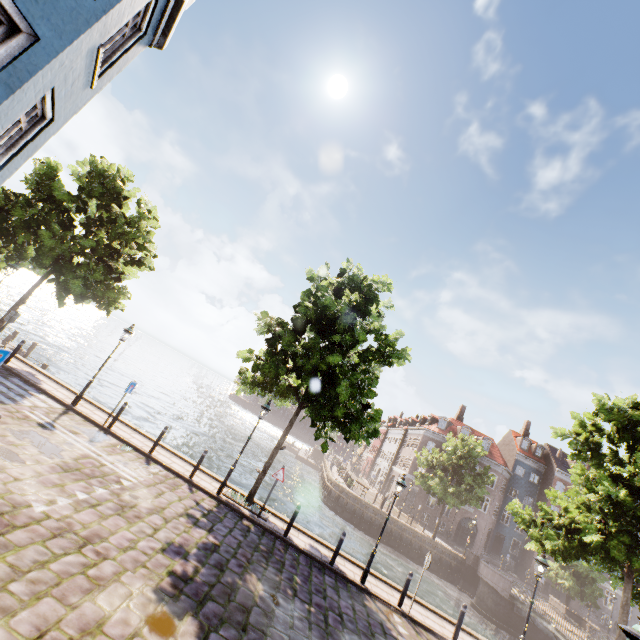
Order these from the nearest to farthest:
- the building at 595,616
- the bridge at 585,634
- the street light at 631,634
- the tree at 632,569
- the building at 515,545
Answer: the street light at 631,634 → the tree at 632,569 → the bridge at 585,634 → the building at 595,616 → the building at 515,545

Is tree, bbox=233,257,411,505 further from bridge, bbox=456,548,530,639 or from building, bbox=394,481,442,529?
building, bbox=394,481,442,529

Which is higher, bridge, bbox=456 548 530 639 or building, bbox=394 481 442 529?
building, bbox=394 481 442 529

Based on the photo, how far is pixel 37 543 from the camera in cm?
554

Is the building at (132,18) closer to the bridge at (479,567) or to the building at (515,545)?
the bridge at (479,567)

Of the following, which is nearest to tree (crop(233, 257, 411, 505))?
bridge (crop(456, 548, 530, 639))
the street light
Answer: bridge (crop(456, 548, 530, 639))

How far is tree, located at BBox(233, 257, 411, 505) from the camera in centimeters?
1204cm
